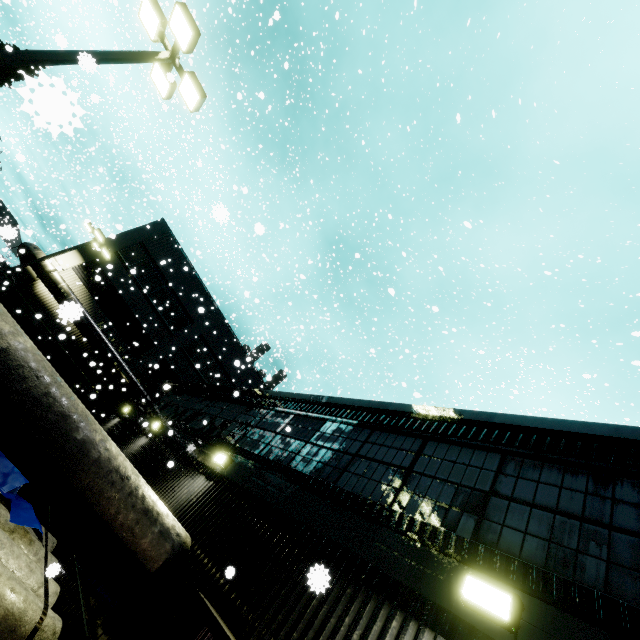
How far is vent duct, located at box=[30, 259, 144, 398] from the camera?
14.6 meters

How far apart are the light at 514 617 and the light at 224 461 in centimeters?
565cm

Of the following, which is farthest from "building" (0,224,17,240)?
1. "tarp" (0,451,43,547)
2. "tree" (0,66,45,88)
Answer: "tarp" (0,451,43,547)

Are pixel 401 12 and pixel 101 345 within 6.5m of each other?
no

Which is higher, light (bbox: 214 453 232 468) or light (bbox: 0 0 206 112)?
light (bbox: 0 0 206 112)

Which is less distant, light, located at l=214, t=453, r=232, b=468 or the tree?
light, located at l=214, t=453, r=232, b=468

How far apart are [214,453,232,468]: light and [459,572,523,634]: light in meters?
5.7 m

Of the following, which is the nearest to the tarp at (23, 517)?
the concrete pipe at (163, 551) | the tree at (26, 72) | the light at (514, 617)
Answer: the concrete pipe at (163, 551)
